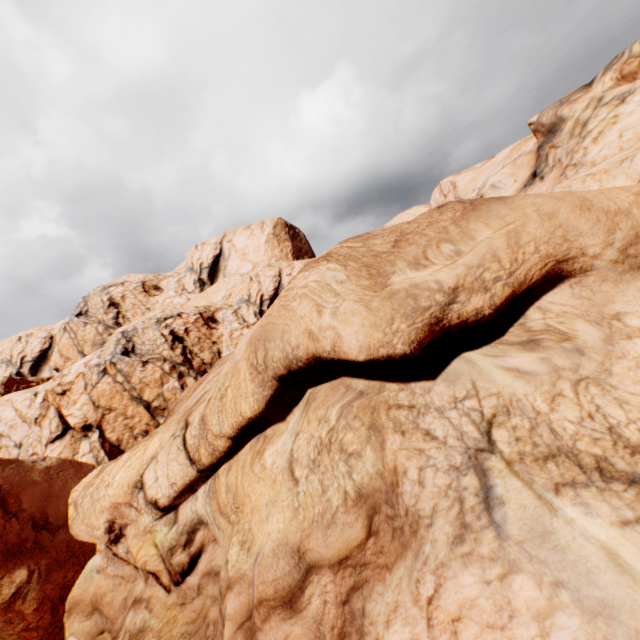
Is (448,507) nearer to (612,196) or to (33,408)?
(612,196)
